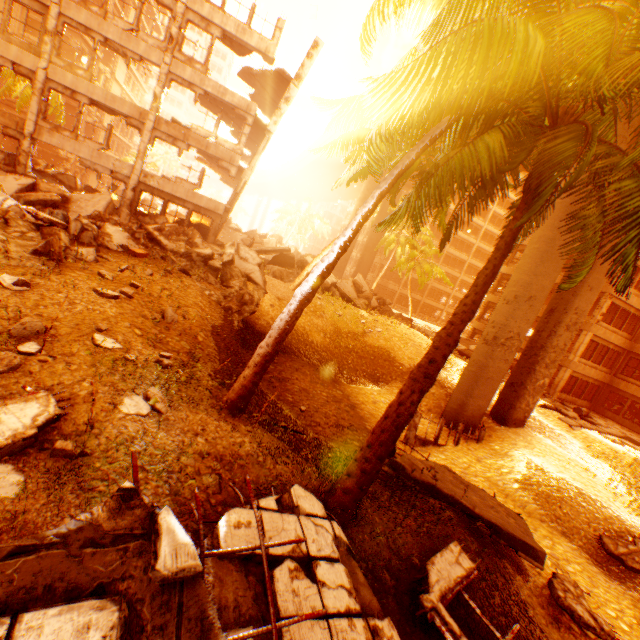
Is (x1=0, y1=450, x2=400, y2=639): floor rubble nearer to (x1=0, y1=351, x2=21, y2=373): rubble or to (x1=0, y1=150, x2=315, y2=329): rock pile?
(x1=0, y1=351, x2=21, y2=373): rubble

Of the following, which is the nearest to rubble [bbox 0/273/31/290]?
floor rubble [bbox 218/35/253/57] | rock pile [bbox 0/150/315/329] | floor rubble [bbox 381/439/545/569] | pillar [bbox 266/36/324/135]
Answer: rock pile [bbox 0/150/315/329]

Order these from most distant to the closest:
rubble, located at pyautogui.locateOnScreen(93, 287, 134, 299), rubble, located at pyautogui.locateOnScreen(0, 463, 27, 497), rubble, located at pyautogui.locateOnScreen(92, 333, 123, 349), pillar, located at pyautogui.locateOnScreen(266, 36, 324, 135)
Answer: pillar, located at pyautogui.locateOnScreen(266, 36, 324, 135) < rubble, located at pyautogui.locateOnScreen(93, 287, 134, 299) < rubble, located at pyautogui.locateOnScreen(92, 333, 123, 349) < rubble, located at pyautogui.locateOnScreen(0, 463, 27, 497)

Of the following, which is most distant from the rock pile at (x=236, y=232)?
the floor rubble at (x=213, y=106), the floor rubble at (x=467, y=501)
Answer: the floor rubble at (x=213, y=106)

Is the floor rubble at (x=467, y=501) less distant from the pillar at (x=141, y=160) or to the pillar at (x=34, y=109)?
the pillar at (x=141, y=160)

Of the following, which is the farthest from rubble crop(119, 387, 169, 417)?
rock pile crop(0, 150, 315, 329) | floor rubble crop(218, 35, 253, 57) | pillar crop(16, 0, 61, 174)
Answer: floor rubble crop(218, 35, 253, 57)

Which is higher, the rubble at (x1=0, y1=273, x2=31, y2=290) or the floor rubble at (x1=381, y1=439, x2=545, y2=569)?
the rubble at (x1=0, y1=273, x2=31, y2=290)

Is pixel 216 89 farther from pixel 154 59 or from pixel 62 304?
pixel 62 304
